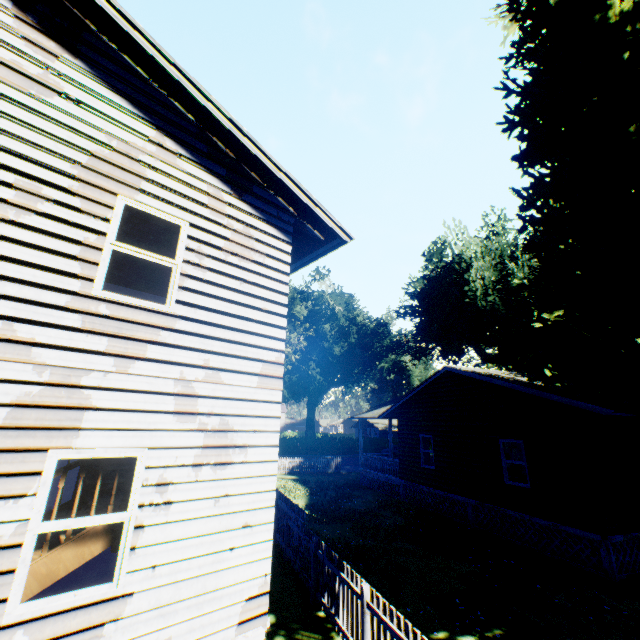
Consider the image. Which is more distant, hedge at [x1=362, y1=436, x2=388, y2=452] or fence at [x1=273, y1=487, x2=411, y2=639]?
hedge at [x1=362, y1=436, x2=388, y2=452]

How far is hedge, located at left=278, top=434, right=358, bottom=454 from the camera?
41.9 meters

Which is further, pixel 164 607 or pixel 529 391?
pixel 529 391

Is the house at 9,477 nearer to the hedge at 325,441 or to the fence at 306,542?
the fence at 306,542

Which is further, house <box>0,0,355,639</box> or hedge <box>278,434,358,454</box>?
hedge <box>278,434,358,454</box>

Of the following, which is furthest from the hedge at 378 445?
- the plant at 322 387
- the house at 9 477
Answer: the house at 9 477

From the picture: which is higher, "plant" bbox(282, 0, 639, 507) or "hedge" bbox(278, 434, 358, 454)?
"plant" bbox(282, 0, 639, 507)
